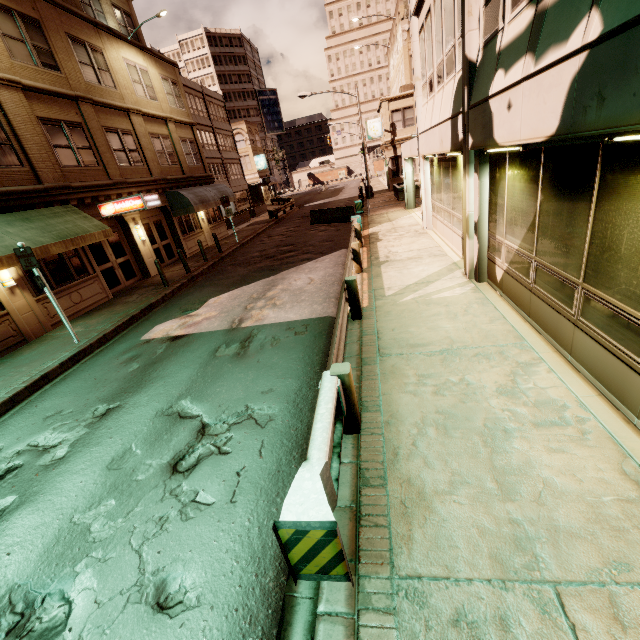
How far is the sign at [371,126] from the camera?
33.50m

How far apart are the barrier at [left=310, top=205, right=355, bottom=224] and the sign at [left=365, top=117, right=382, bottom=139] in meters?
16.4 m

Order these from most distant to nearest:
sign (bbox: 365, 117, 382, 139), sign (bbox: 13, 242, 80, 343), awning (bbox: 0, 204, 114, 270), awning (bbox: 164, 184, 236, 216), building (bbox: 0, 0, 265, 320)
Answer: sign (bbox: 365, 117, 382, 139), awning (bbox: 164, 184, 236, 216), building (bbox: 0, 0, 265, 320), awning (bbox: 0, 204, 114, 270), sign (bbox: 13, 242, 80, 343)

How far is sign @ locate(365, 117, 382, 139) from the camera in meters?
33.5

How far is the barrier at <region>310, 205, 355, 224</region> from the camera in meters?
21.4 m

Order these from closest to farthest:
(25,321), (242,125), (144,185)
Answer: (25,321)
(144,185)
(242,125)

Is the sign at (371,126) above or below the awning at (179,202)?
above

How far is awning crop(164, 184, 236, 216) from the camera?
19.02m
